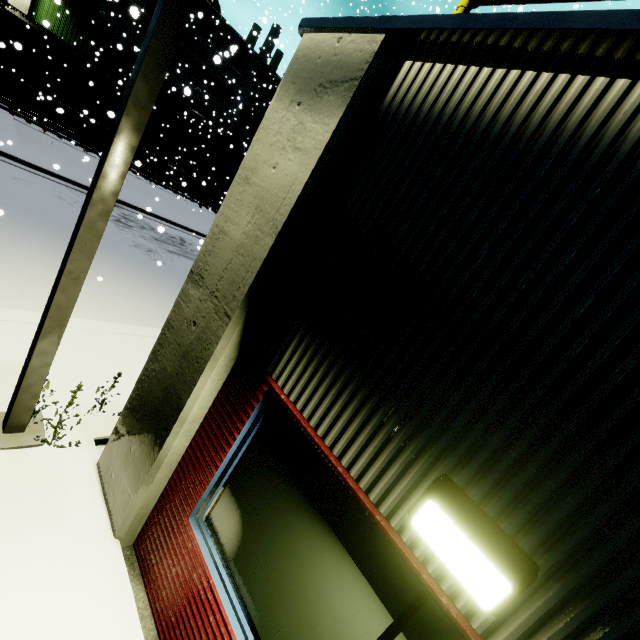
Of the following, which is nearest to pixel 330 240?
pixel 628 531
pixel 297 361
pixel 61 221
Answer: pixel 297 361

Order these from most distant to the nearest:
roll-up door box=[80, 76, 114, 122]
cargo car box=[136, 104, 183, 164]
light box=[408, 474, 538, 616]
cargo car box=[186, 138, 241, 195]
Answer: cargo car box=[186, 138, 241, 195]
roll-up door box=[80, 76, 114, 122]
cargo car box=[136, 104, 183, 164]
light box=[408, 474, 538, 616]

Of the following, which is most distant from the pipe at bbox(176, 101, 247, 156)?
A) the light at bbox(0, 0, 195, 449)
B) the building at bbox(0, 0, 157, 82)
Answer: the light at bbox(0, 0, 195, 449)

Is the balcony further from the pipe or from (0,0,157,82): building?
the pipe

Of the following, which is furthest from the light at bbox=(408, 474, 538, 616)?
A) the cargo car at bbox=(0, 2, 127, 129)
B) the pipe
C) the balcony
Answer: the pipe

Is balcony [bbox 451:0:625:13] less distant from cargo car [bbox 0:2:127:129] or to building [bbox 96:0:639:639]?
building [bbox 96:0:639:639]

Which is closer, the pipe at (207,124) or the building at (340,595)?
the building at (340,595)

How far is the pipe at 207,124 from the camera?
30.1m
